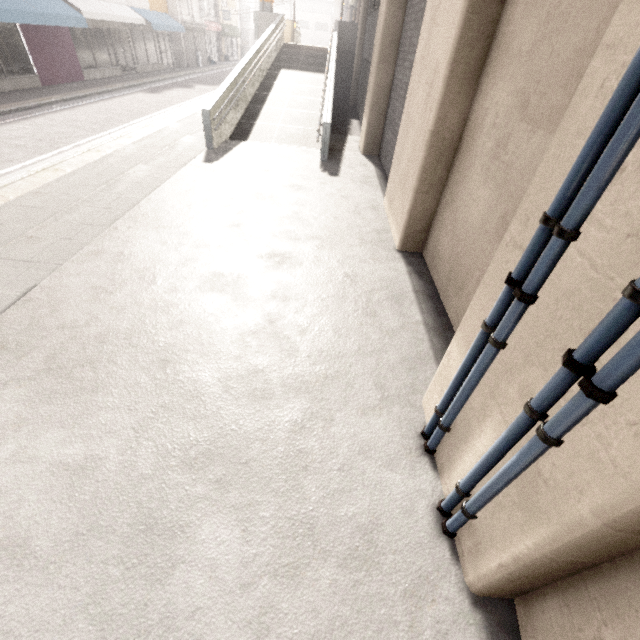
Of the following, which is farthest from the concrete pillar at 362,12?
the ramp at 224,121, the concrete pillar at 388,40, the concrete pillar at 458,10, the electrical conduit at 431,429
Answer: the electrical conduit at 431,429

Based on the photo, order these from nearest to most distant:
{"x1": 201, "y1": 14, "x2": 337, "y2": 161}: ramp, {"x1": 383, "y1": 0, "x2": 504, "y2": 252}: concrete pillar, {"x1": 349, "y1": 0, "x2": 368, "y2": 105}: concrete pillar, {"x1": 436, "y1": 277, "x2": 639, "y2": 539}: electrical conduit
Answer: {"x1": 436, "y1": 277, "x2": 639, "y2": 539}: electrical conduit < {"x1": 383, "y1": 0, "x2": 504, "y2": 252}: concrete pillar < {"x1": 201, "y1": 14, "x2": 337, "y2": 161}: ramp < {"x1": 349, "y1": 0, "x2": 368, "y2": 105}: concrete pillar

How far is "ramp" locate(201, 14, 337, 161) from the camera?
8.5 meters

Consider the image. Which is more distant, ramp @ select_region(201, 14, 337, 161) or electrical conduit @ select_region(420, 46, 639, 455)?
ramp @ select_region(201, 14, 337, 161)

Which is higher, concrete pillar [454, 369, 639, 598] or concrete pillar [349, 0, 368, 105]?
concrete pillar [349, 0, 368, 105]

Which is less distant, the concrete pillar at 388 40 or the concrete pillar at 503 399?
the concrete pillar at 503 399

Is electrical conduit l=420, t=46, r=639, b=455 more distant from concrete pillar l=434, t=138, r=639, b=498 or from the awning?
the awning

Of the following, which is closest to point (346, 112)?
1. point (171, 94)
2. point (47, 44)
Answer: point (171, 94)
